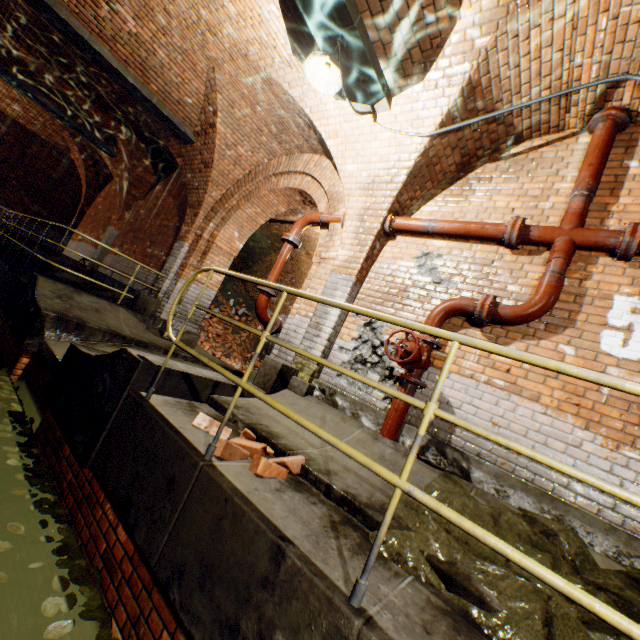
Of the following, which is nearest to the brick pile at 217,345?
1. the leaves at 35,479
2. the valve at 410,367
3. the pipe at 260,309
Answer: the pipe at 260,309

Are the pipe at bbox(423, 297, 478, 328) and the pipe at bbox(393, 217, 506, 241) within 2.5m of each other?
yes

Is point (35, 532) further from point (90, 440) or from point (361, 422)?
point (361, 422)

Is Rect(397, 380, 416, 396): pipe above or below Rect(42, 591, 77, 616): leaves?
above

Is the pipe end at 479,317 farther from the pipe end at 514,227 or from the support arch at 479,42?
the support arch at 479,42

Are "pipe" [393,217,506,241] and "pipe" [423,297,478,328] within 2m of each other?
yes

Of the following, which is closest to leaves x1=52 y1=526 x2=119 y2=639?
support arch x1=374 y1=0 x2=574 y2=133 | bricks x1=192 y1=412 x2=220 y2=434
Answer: bricks x1=192 y1=412 x2=220 y2=434

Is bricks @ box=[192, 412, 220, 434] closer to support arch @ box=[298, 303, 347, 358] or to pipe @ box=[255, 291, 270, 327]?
support arch @ box=[298, 303, 347, 358]
